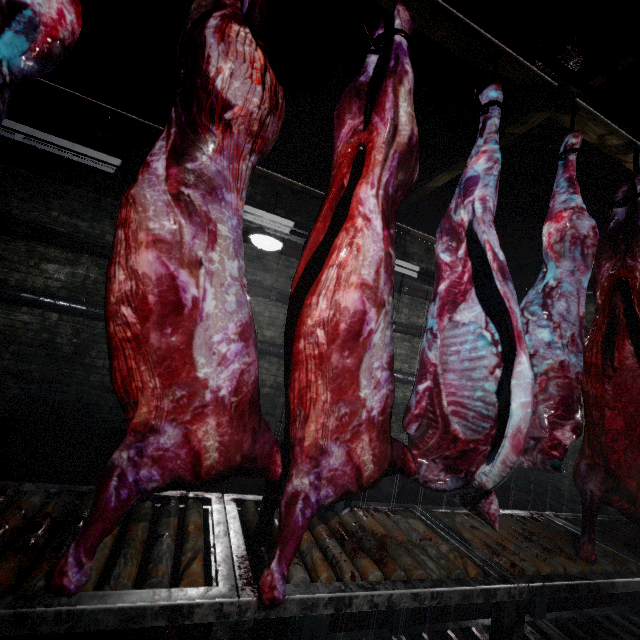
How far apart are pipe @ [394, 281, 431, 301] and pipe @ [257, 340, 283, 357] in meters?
1.4 m

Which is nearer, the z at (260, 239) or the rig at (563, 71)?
the rig at (563, 71)

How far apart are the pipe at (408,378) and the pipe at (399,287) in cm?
140

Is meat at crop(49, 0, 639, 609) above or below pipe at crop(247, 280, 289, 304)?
below

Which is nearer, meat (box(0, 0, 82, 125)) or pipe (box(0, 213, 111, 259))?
meat (box(0, 0, 82, 125))

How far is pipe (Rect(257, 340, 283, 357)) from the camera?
4.9 meters

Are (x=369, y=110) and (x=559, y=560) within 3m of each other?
yes

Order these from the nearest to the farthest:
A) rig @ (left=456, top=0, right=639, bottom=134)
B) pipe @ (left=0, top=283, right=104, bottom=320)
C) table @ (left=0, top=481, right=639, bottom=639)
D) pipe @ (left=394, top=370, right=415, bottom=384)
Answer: table @ (left=0, top=481, right=639, bottom=639)
rig @ (left=456, top=0, right=639, bottom=134)
pipe @ (left=0, top=283, right=104, bottom=320)
pipe @ (left=394, top=370, right=415, bottom=384)
